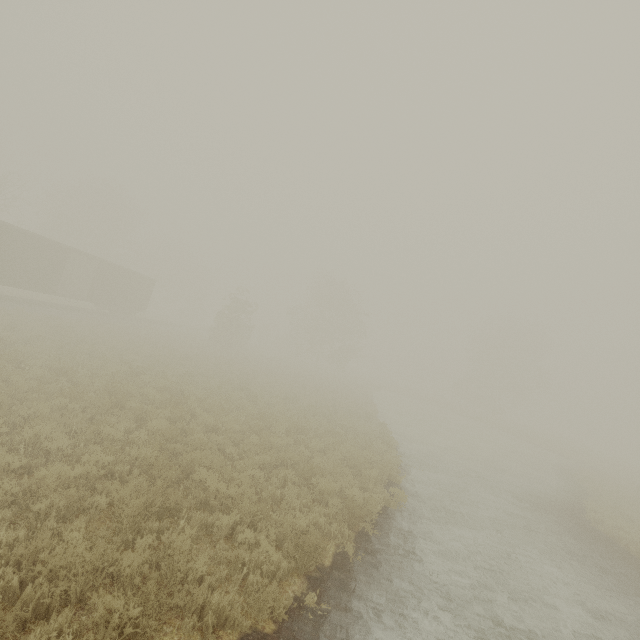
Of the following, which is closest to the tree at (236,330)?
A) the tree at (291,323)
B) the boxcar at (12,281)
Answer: the boxcar at (12,281)

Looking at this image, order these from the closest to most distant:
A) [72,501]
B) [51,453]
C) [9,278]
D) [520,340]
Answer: [72,501], [51,453], [9,278], [520,340]

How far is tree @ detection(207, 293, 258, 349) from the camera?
35.19m

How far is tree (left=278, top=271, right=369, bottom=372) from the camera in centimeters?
4475cm

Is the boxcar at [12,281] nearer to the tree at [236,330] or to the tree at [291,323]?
the tree at [236,330]

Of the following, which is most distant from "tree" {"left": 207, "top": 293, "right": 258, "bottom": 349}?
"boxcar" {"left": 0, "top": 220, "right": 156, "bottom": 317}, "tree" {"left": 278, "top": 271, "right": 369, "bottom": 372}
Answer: "tree" {"left": 278, "top": 271, "right": 369, "bottom": 372}

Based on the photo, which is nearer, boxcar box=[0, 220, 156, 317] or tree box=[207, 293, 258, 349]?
boxcar box=[0, 220, 156, 317]

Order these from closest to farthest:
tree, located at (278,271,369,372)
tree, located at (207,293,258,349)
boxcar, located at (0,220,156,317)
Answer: boxcar, located at (0,220,156,317) → tree, located at (207,293,258,349) → tree, located at (278,271,369,372)
